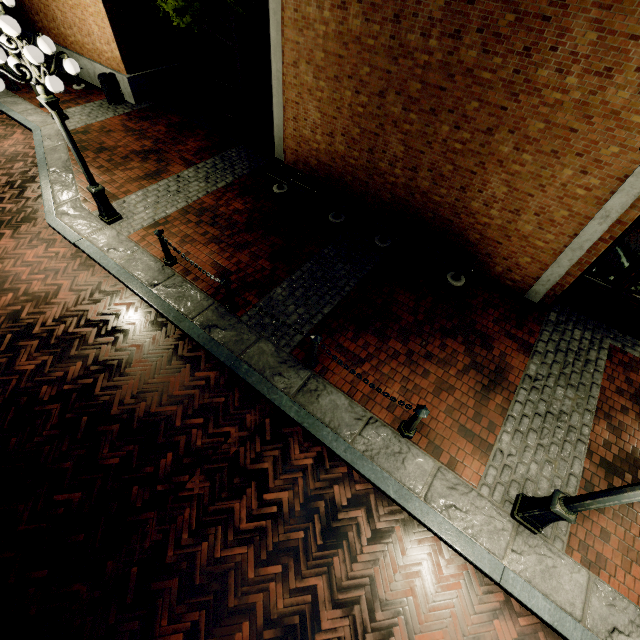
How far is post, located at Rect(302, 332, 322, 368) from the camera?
5.24m

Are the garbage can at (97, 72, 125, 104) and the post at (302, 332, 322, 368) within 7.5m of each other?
no

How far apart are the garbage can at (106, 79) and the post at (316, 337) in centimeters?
1249cm

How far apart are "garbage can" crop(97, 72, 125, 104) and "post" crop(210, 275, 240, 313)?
10.6m

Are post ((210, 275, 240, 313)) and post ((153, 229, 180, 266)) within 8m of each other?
yes

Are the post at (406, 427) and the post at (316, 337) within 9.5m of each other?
yes

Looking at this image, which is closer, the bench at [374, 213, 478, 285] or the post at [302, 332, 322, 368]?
the post at [302, 332, 322, 368]

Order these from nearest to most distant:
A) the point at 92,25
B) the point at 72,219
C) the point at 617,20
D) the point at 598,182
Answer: the point at 617,20 < the point at 598,182 < the point at 72,219 < the point at 92,25
